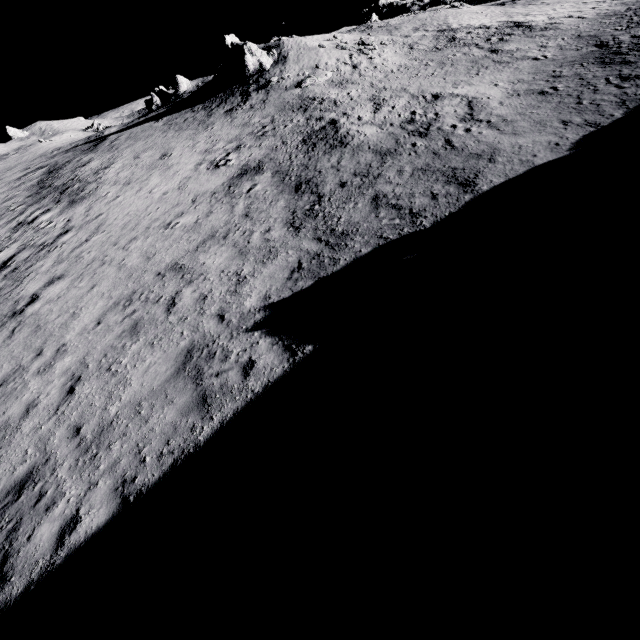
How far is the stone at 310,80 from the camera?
24.73m

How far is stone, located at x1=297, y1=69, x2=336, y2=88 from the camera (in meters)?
24.73

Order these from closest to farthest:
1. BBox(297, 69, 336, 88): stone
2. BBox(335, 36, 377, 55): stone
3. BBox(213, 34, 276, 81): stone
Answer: BBox(297, 69, 336, 88): stone → BBox(335, 36, 377, 55): stone → BBox(213, 34, 276, 81): stone

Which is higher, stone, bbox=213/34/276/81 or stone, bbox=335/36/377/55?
stone, bbox=213/34/276/81

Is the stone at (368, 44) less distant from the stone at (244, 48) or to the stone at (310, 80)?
the stone at (310, 80)

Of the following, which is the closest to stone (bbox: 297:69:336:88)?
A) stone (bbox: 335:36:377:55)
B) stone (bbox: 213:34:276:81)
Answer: stone (bbox: 335:36:377:55)

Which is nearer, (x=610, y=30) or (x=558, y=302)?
(x=558, y=302)

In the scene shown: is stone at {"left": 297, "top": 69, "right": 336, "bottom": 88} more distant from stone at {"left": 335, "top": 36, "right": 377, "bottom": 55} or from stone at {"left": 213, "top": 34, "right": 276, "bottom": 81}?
stone at {"left": 213, "top": 34, "right": 276, "bottom": 81}
